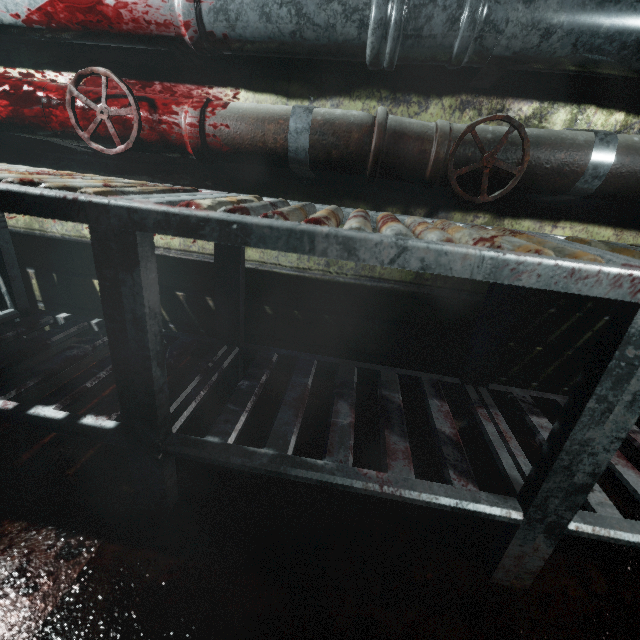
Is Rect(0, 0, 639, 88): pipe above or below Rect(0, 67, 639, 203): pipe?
above

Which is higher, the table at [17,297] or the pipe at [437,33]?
the pipe at [437,33]

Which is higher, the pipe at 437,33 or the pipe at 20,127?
the pipe at 437,33

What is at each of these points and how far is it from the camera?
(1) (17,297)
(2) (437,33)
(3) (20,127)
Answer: (1) table, 1.39m
(2) pipe, 0.91m
(3) pipe, 1.17m

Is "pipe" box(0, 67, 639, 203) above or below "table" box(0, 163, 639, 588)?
above

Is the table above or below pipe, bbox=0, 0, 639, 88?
below
